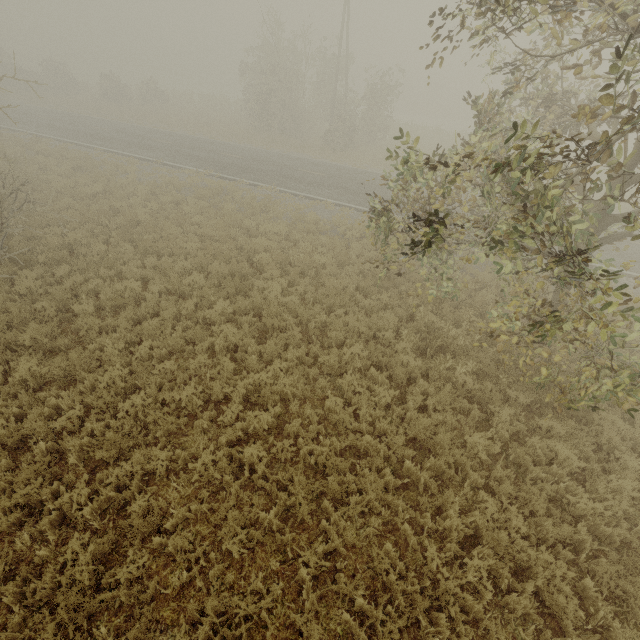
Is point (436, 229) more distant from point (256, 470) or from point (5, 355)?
point (5, 355)
